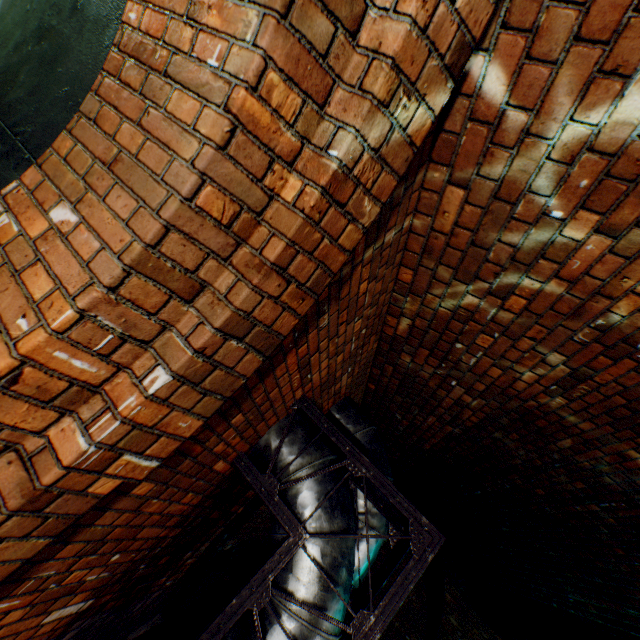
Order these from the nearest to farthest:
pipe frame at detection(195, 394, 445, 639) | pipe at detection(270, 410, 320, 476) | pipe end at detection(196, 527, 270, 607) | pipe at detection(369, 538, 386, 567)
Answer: pipe frame at detection(195, 394, 445, 639) < pipe at detection(270, 410, 320, 476) < pipe at detection(369, 538, 386, 567) < pipe end at detection(196, 527, 270, 607)

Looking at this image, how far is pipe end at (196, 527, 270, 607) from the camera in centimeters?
528cm

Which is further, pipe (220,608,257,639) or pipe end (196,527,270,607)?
pipe end (196,527,270,607)

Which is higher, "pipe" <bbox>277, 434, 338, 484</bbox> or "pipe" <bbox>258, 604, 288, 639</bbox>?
"pipe" <bbox>277, 434, 338, 484</bbox>

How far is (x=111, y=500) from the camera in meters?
1.5

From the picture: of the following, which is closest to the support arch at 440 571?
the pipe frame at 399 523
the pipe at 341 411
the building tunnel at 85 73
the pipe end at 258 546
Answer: the pipe end at 258 546

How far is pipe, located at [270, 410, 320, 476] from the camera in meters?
2.4 m

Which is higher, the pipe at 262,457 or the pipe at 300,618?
the pipe at 262,457
